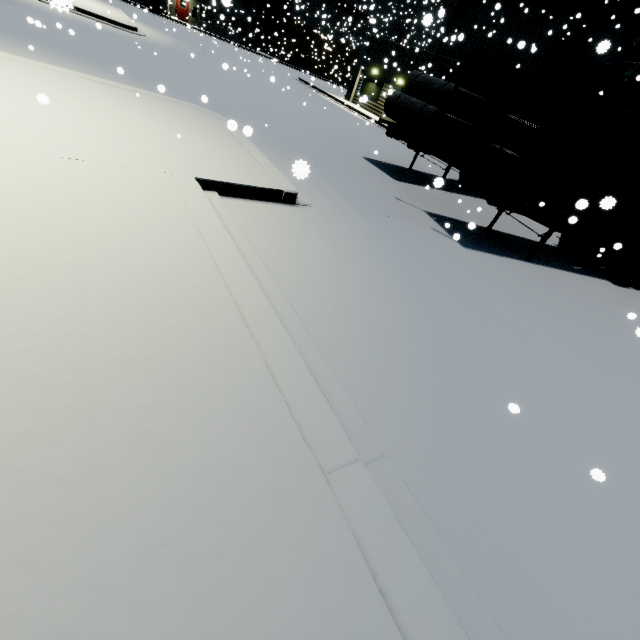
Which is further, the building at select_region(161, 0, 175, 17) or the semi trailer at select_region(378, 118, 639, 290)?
the building at select_region(161, 0, 175, 17)

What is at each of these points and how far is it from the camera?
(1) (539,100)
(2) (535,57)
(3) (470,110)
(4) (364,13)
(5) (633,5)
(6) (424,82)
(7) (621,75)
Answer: (1) cargo container door, 6.5 meters
(2) building, 17.6 meters
(3) cargo container door, 8.1 meters
(4) pipe, 46.4 meters
(5) vent duct, 14.2 meters
(6) concrete pipe stack, 10.9 meters
(7) pipe, 14.0 meters

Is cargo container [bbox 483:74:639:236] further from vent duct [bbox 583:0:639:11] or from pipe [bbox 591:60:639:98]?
vent duct [bbox 583:0:639:11]

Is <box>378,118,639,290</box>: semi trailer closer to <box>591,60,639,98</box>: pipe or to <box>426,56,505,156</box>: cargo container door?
<box>426,56,505,156</box>: cargo container door

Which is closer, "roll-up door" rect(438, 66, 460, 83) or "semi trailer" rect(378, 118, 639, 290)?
"semi trailer" rect(378, 118, 639, 290)

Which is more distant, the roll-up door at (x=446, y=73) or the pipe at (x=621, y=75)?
the roll-up door at (x=446, y=73)

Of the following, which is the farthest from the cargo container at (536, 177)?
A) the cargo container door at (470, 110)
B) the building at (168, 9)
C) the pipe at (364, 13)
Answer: the pipe at (364, 13)

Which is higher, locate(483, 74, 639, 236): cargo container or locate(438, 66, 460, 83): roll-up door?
locate(438, 66, 460, 83): roll-up door
